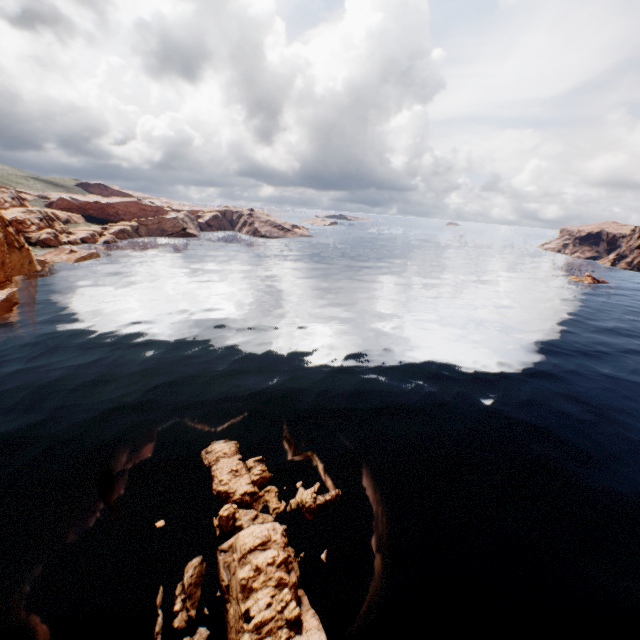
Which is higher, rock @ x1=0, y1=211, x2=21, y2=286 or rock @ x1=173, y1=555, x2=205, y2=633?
rock @ x1=0, y1=211, x2=21, y2=286

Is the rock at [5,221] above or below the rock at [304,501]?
above

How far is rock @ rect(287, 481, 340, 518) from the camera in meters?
18.3 m

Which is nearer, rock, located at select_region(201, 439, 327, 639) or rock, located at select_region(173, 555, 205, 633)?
rock, located at select_region(201, 439, 327, 639)

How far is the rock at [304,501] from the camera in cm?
1833

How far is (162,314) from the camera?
46.5m
